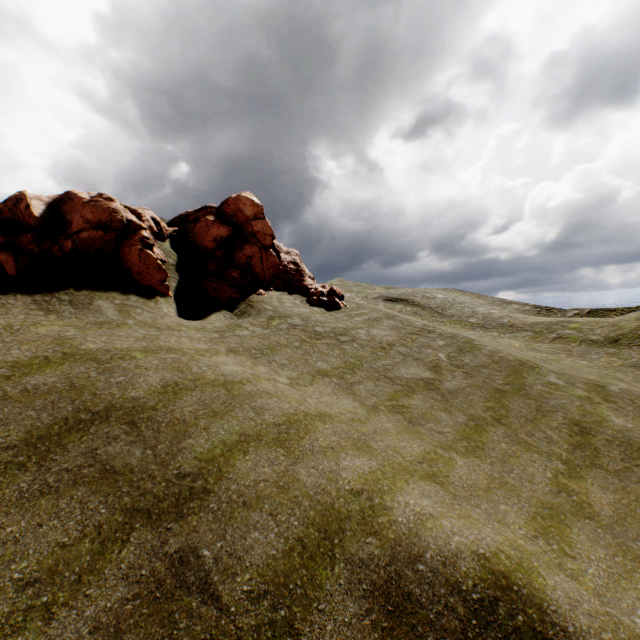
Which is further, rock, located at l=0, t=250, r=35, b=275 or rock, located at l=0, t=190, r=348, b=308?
rock, located at l=0, t=190, r=348, b=308

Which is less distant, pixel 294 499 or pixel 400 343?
pixel 294 499

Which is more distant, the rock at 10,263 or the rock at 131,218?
the rock at 131,218
